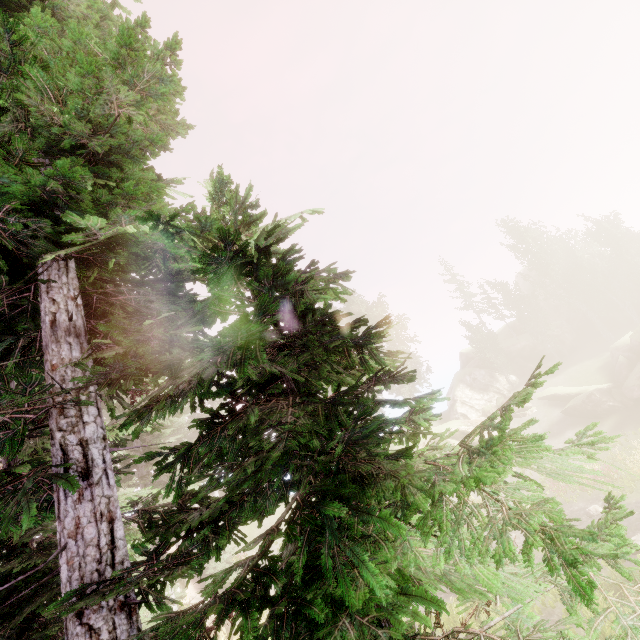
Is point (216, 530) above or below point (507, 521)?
above

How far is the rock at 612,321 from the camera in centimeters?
4275cm

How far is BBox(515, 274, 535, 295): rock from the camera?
54.09m

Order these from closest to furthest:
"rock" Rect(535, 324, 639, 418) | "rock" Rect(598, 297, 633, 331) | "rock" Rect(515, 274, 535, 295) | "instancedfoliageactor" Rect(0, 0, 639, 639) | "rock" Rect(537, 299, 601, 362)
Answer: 1. "instancedfoliageactor" Rect(0, 0, 639, 639)
2. "rock" Rect(535, 324, 639, 418)
3. "rock" Rect(537, 299, 601, 362)
4. "rock" Rect(598, 297, 633, 331)
5. "rock" Rect(515, 274, 535, 295)

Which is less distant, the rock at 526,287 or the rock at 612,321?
the rock at 612,321

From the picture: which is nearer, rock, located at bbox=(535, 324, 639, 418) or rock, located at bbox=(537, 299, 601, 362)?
rock, located at bbox=(535, 324, 639, 418)
